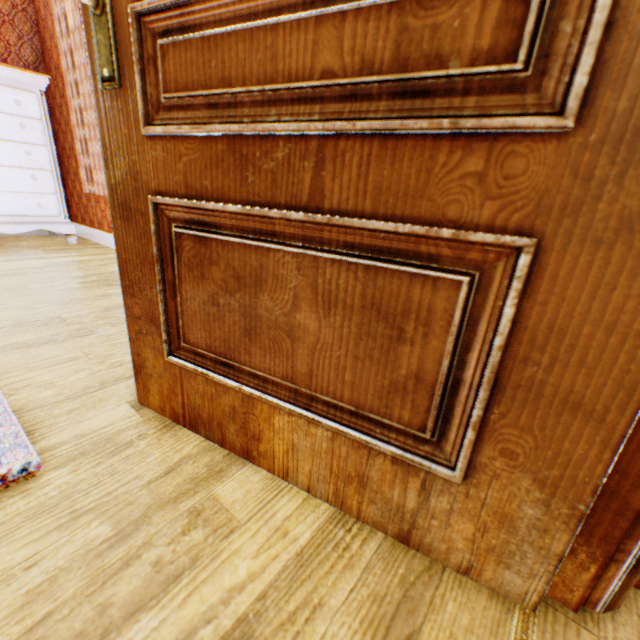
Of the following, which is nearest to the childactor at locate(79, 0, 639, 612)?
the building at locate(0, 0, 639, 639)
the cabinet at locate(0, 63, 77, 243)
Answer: the building at locate(0, 0, 639, 639)

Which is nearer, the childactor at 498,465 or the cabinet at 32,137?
the childactor at 498,465

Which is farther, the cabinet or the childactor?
the cabinet

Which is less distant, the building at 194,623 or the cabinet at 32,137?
the building at 194,623

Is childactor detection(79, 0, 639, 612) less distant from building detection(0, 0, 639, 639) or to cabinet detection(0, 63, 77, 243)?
building detection(0, 0, 639, 639)

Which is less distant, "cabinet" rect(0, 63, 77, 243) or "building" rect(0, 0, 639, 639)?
"building" rect(0, 0, 639, 639)

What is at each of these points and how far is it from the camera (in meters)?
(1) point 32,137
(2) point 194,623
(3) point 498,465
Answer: (1) cabinet, 3.33
(2) building, 0.59
(3) childactor, 0.60
